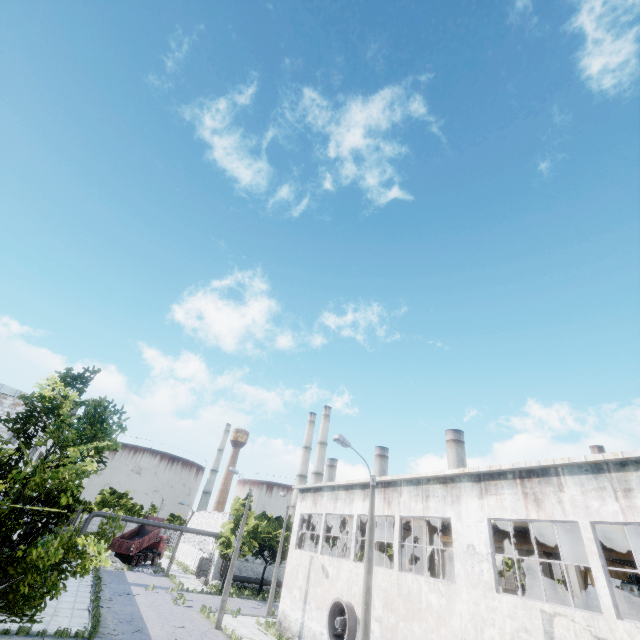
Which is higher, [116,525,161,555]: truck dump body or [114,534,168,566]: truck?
[116,525,161,555]: truck dump body

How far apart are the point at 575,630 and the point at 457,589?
4.7 meters

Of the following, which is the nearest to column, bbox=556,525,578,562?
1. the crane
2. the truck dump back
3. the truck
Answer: the crane

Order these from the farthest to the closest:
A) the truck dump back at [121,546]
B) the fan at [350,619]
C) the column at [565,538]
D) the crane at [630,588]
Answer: the truck dump back at [121,546]
the fan at [350,619]
the crane at [630,588]
the column at [565,538]

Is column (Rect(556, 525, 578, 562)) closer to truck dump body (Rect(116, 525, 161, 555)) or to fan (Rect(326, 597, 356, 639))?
fan (Rect(326, 597, 356, 639))

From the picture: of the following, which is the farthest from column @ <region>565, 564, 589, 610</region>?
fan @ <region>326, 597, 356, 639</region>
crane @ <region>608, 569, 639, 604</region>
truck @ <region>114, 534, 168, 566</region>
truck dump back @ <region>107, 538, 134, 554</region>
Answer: truck @ <region>114, 534, 168, 566</region>

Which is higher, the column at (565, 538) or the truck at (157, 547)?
the column at (565, 538)

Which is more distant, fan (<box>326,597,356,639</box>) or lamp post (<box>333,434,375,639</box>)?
fan (<box>326,597,356,639</box>)
